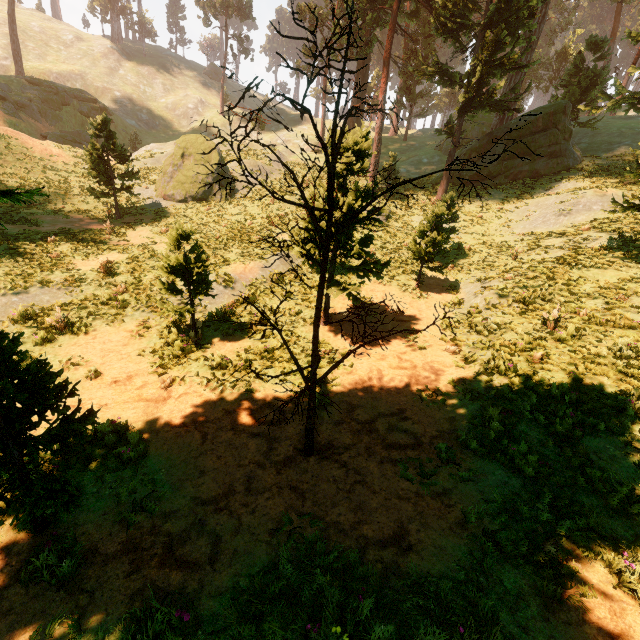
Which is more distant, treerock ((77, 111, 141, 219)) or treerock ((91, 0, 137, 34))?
treerock ((91, 0, 137, 34))

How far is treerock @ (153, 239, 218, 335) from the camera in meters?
9.5 m

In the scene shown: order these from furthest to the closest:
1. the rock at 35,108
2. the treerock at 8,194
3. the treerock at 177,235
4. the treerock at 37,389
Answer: the rock at 35,108
the treerock at 177,235
the treerock at 8,194
the treerock at 37,389

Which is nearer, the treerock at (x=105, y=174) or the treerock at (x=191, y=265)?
the treerock at (x=191, y=265)

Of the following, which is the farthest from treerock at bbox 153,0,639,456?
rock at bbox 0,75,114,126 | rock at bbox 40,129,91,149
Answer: rock at bbox 40,129,91,149

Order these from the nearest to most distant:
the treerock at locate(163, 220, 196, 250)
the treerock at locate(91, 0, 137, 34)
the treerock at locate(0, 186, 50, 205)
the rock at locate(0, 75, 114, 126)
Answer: the treerock at locate(0, 186, 50, 205) → the treerock at locate(163, 220, 196, 250) → the rock at locate(0, 75, 114, 126) → the treerock at locate(91, 0, 137, 34)

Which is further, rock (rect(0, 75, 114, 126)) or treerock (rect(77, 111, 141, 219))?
rock (rect(0, 75, 114, 126))

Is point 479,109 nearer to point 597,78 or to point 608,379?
point 597,78
